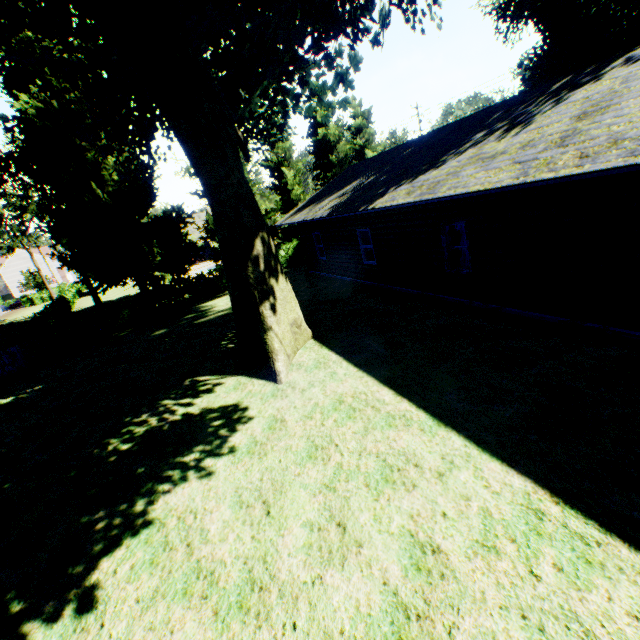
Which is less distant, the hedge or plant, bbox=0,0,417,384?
plant, bbox=0,0,417,384

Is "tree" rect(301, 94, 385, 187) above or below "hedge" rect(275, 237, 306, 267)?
above

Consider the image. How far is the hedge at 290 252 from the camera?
25.45m

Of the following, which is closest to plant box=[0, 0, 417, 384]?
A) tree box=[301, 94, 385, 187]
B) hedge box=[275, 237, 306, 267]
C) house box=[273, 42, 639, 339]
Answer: tree box=[301, 94, 385, 187]

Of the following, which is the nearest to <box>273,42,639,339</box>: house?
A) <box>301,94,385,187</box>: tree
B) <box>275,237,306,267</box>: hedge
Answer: <box>301,94,385,187</box>: tree

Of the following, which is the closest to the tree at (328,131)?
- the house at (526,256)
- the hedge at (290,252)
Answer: the hedge at (290,252)

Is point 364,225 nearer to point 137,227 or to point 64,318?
point 137,227
